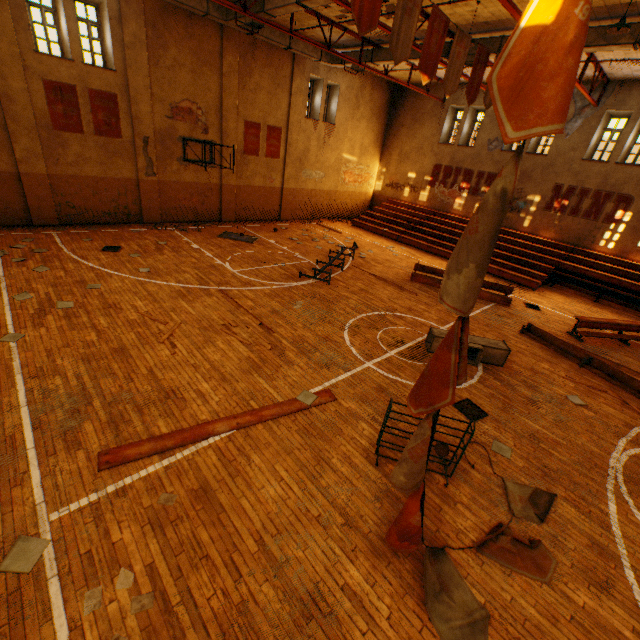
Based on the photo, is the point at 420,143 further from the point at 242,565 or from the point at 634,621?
the point at 242,565

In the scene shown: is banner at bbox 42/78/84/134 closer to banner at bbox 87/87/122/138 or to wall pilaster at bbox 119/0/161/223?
banner at bbox 87/87/122/138

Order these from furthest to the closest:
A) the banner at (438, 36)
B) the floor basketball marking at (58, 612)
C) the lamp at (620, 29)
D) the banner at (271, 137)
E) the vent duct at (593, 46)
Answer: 1. the banner at (271, 137)
2. the vent duct at (593, 46)
3. the lamp at (620, 29)
4. the banner at (438, 36)
5. the floor basketball marking at (58, 612)

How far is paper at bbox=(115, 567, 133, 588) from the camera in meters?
3.4

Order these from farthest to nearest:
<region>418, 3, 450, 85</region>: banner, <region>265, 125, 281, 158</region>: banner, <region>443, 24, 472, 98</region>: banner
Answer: <region>265, 125, 281, 158</region>: banner → <region>443, 24, 472, 98</region>: banner → <region>418, 3, 450, 85</region>: banner

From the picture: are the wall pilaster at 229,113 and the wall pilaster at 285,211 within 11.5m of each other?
yes

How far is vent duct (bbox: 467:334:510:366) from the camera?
8.34m

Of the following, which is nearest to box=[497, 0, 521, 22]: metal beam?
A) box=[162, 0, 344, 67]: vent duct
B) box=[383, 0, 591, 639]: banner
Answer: box=[162, 0, 344, 67]: vent duct
